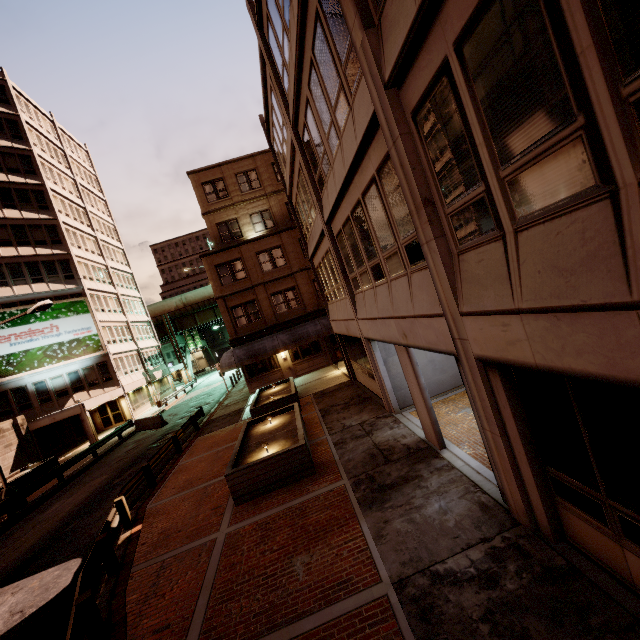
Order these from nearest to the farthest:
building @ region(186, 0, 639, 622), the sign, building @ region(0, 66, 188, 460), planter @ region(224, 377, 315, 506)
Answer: building @ region(186, 0, 639, 622)
planter @ region(224, 377, 315, 506)
the sign
building @ region(0, 66, 188, 460)

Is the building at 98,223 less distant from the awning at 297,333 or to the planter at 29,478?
the planter at 29,478

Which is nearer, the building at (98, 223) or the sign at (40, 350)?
the sign at (40, 350)

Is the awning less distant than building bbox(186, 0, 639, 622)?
No

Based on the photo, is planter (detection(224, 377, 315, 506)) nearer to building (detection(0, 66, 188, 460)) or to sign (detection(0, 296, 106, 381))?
building (detection(0, 66, 188, 460))

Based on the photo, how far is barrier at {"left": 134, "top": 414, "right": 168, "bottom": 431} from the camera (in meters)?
25.97

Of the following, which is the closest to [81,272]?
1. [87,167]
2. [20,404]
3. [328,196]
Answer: [20,404]

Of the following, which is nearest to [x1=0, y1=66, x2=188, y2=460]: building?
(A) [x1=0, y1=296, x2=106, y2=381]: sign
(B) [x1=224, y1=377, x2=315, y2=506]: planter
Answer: (A) [x1=0, y1=296, x2=106, y2=381]: sign
